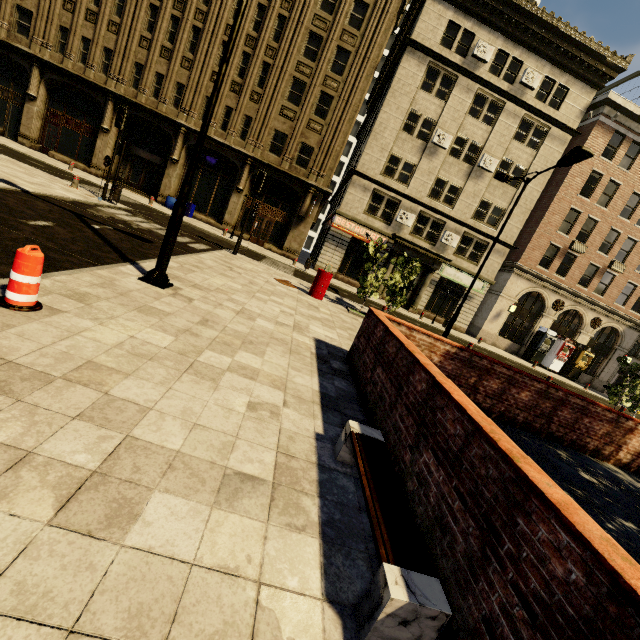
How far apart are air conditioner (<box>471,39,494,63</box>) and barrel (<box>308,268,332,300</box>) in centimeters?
2133cm

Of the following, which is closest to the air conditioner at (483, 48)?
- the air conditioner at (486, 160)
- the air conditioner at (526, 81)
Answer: the air conditioner at (526, 81)

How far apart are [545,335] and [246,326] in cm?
2873

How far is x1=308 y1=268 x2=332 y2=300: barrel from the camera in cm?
1260

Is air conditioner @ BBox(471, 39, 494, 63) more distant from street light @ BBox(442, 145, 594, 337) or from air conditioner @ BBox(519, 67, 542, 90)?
street light @ BBox(442, 145, 594, 337)

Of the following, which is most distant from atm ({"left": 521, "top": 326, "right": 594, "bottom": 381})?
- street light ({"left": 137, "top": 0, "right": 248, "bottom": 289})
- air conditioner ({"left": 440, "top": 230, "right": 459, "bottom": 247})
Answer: street light ({"left": 137, "top": 0, "right": 248, "bottom": 289})

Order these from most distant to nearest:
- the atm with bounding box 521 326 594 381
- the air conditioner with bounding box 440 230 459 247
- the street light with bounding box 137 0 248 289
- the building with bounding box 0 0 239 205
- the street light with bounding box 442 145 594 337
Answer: the atm with bounding box 521 326 594 381 → the air conditioner with bounding box 440 230 459 247 → the building with bounding box 0 0 239 205 → the street light with bounding box 442 145 594 337 → the street light with bounding box 137 0 248 289

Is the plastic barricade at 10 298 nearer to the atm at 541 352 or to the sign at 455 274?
the sign at 455 274
